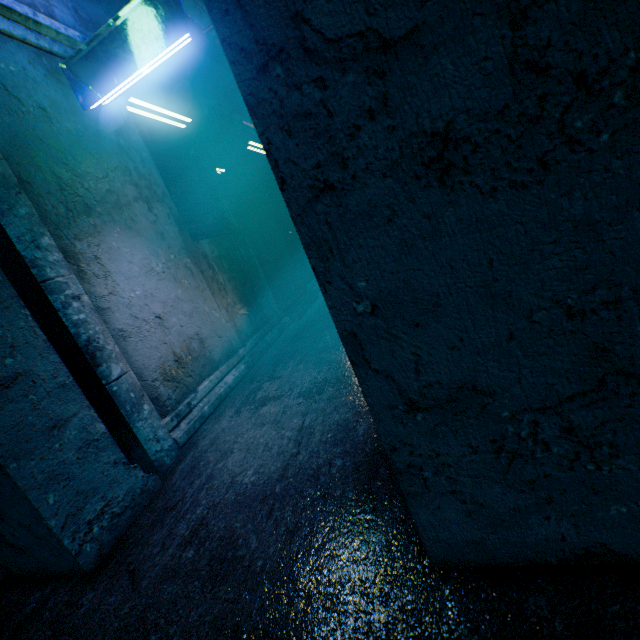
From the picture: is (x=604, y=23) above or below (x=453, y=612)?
Result: above
